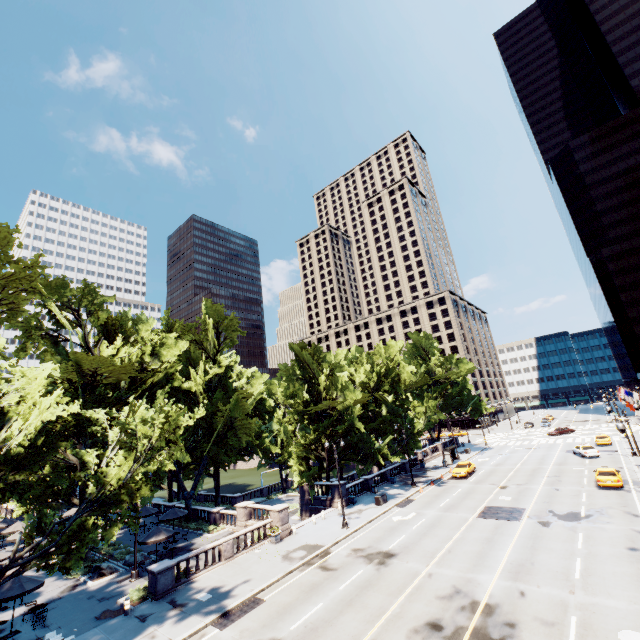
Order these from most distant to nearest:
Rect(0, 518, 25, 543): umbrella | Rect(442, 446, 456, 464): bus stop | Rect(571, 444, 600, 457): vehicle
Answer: Rect(442, 446, 456, 464): bus stop → Rect(571, 444, 600, 457): vehicle → Rect(0, 518, 25, 543): umbrella

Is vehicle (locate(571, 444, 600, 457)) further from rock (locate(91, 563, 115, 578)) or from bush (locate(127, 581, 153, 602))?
rock (locate(91, 563, 115, 578))

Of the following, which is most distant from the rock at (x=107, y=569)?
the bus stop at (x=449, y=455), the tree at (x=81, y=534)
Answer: the bus stop at (x=449, y=455)

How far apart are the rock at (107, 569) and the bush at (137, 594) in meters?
5.8 m

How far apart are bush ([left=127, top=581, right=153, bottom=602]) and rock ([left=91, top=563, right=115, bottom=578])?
5.78m

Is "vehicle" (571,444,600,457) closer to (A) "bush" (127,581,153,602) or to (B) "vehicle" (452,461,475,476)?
(B) "vehicle" (452,461,475,476)

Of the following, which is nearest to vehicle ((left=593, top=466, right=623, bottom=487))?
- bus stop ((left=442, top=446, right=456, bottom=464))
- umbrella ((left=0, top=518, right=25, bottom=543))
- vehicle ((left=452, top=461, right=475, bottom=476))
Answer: vehicle ((left=452, top=461, right=475, bottom=476))

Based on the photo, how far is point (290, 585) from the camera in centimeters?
2031cm
